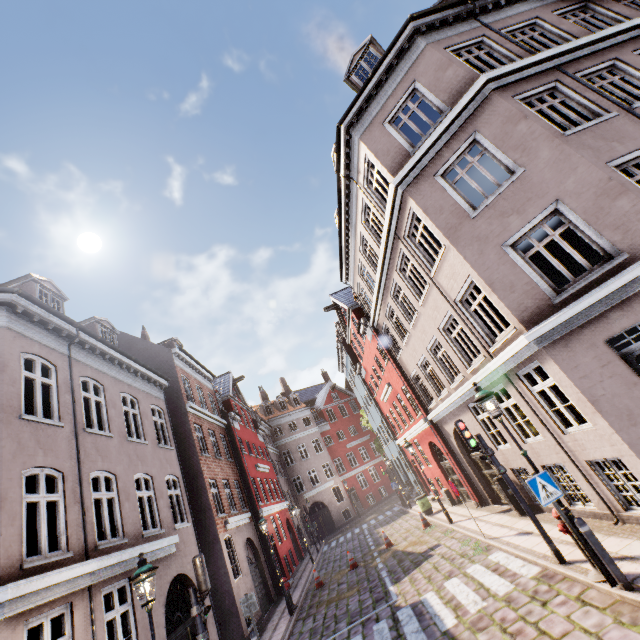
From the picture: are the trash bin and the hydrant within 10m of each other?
no

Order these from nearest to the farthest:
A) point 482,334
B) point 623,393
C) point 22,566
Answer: point 22,566
point 623,393
point 482,334

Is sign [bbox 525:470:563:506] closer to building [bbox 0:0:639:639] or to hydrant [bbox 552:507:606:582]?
hydrant [bbox 552:507:606:582]

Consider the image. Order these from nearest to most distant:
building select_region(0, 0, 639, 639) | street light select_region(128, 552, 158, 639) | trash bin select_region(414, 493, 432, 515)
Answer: street light select_region(128, 552, 158, 639), building select_region(0, 0, 639, 639), trash bin select_region(414, 493, 432, 515)

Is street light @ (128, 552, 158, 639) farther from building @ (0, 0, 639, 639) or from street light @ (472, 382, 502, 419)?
street light @ (472, 382, 502, 419)

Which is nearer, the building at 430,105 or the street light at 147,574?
the street light at 147,574

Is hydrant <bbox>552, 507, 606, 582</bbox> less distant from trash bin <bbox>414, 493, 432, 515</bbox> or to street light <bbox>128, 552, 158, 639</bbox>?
street light <bbox>128, 552, 158, 639</bbox>

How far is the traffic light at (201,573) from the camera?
7.1m
